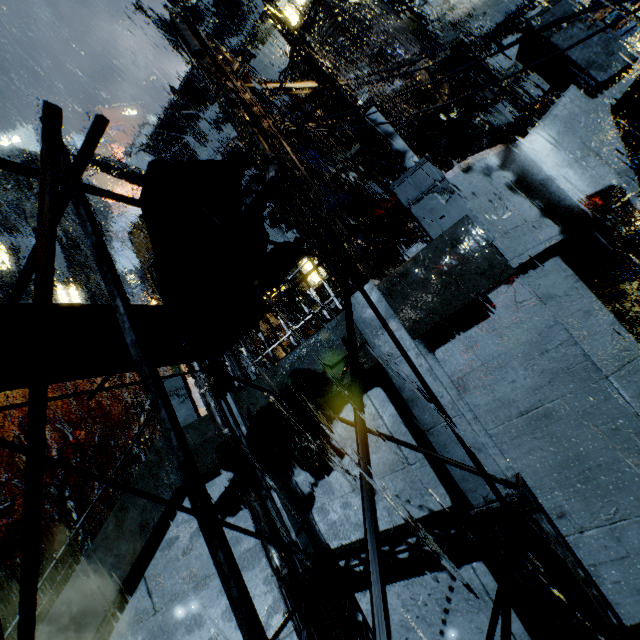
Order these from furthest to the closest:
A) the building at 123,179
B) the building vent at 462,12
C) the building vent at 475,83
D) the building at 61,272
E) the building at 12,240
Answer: the building at 61,272, the building at 12,240, the building at 123,179, the building vent at 462,12, the building vent at 475,83

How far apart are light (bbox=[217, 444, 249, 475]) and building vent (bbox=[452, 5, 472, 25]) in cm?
2152

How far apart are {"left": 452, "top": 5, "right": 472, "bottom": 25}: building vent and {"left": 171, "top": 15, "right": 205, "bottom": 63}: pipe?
14.6m

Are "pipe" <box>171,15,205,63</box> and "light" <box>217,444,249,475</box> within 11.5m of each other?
yes

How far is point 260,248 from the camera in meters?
3.6

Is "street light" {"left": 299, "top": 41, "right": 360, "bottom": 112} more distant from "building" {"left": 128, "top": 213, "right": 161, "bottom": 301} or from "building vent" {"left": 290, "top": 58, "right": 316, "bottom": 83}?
"building vent" {"left": 290, "top": 58, "right": 316, "bottom": 83}

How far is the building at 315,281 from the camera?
31.6m

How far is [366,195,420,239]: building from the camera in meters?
16.3
